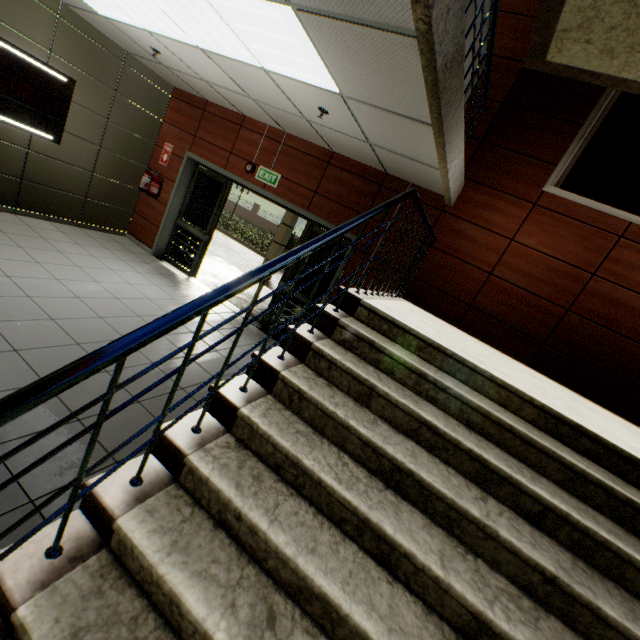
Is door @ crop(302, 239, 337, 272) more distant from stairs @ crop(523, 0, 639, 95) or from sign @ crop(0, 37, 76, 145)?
sign @ crop(0, 37, 76, 145)

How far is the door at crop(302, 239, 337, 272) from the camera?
5.6m

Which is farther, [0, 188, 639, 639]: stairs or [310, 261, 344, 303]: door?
[310, 261, 344, 303]: door

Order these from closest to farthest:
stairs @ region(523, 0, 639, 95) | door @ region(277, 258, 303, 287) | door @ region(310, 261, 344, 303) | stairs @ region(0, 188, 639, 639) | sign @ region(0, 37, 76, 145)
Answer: stairs @ region(0, 188, 639, 639) < stairs @ region(523, 0, 639, 95) < sign @ region(0, 37, 76, 145) < door @ region(310, 261, 344, 303) < door @ region(277, 258, 303, 287)

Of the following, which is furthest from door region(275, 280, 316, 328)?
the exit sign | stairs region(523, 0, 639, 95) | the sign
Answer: the sign

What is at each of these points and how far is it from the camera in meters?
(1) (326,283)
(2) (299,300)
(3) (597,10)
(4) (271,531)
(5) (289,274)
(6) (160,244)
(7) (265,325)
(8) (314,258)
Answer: (1) door, 5.6
(2) door, 5.7
(3) stairs, 3.0
(4) stairs, 1.4
(5) door, 5.9
(6) door, 7.0
(7) door, 6.2
(8) door, 5.7

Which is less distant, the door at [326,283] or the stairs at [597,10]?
the stairs at [597,10]

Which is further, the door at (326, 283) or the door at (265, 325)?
the door at (265, 325)
